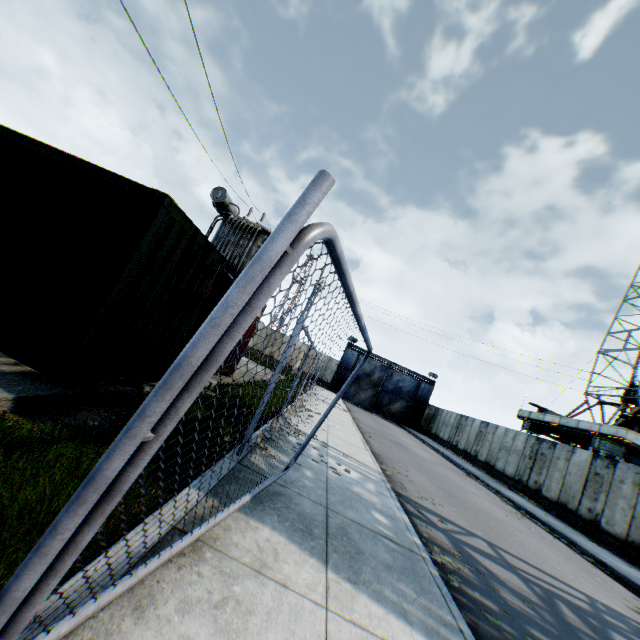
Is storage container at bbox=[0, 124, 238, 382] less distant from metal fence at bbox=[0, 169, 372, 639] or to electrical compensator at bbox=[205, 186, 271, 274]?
electrical compensator at bbox=[205, 186, 271, 274]

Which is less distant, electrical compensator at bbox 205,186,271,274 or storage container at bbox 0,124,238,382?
storage container at bbox 0,124,238,382

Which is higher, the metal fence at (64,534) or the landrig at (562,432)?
the landrig at (562,432)

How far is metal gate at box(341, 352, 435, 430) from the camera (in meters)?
36.62

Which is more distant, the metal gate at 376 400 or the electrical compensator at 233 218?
the metal gate at 376 400

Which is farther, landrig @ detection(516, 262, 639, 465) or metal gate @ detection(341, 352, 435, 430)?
metal gate @ detection(341, 352, 435, 430)

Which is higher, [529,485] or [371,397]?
[371,397]

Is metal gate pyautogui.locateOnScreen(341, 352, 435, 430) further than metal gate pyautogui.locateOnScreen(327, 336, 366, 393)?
No
